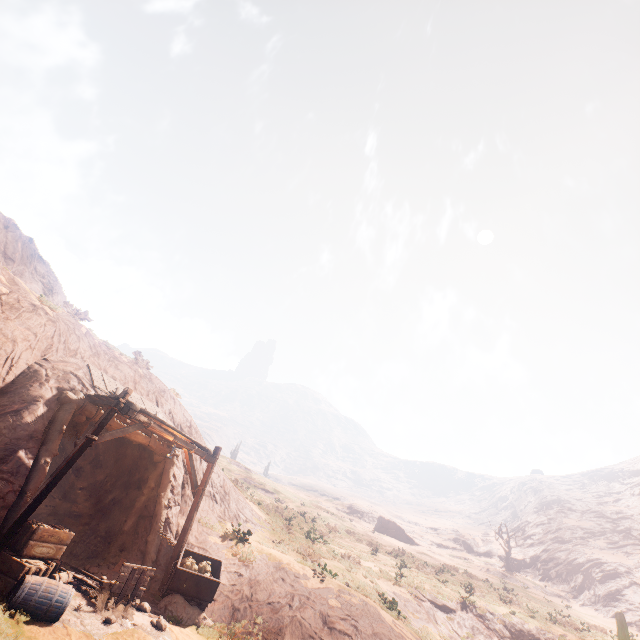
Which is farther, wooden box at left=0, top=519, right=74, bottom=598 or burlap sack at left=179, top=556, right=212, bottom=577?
burlap sack at left=179, top=556, right=212, bottom=577

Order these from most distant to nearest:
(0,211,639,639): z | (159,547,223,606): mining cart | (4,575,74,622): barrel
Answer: (159,547,223,606): mining cart
(0,211,639,639): z
(4,575,74,622): barrel

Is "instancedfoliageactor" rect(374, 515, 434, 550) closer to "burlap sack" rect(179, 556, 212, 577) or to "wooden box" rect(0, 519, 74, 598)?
"burlap sack" rect(179, 556, 212, 577)

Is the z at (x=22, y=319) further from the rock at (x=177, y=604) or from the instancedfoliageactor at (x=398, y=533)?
the rock at (x=177, y=604)

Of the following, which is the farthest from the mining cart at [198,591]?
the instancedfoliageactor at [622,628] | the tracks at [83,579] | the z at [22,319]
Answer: the z at [22,319]

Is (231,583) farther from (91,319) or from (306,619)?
(91,319)

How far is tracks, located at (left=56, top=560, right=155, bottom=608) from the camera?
8.0 meters

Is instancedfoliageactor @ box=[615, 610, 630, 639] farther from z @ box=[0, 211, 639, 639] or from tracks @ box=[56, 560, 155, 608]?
z @ box=[0, 211, 639, 639]
